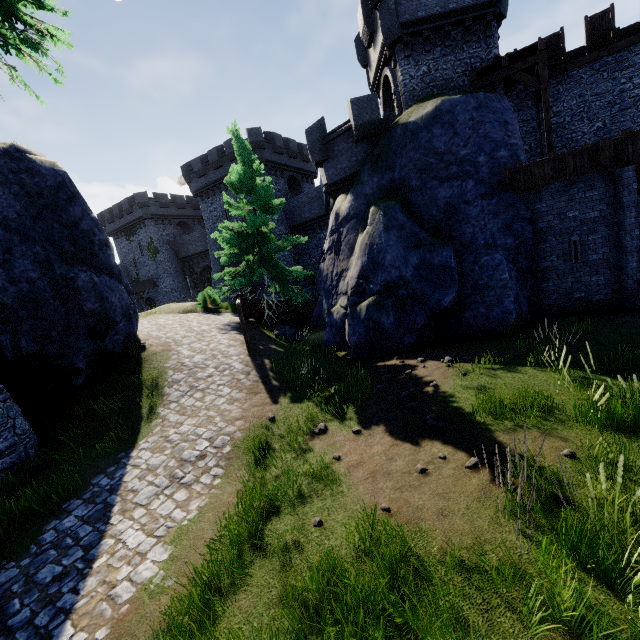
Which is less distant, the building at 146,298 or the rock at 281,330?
the rock at 281,330

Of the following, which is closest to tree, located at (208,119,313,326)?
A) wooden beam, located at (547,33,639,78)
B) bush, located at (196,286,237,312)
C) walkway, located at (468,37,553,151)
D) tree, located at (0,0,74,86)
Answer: bush, located at (196,286,237,312)

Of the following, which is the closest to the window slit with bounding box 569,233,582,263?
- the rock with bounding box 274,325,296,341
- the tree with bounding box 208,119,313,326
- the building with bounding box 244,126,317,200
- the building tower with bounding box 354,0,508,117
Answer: the building tower with bounding box 354,0,508,117

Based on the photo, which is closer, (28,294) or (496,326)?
(28,294)

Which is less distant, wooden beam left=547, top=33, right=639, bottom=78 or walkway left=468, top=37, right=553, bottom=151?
walkway left=468, top=37, right=553, bottom=151

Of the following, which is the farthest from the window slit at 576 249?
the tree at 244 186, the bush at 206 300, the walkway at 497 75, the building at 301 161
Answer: the building at 301 161

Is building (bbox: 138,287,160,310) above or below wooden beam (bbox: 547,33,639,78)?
below

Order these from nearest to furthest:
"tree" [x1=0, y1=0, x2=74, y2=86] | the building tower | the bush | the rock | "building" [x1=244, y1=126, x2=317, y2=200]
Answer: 1. "tree" [x1=0, y1=0, x2=74, y2=86]
2. the building tower
3. the rock
4. the bush
5. "building" [x1=244, y1=126, x2=317, y2=200]
